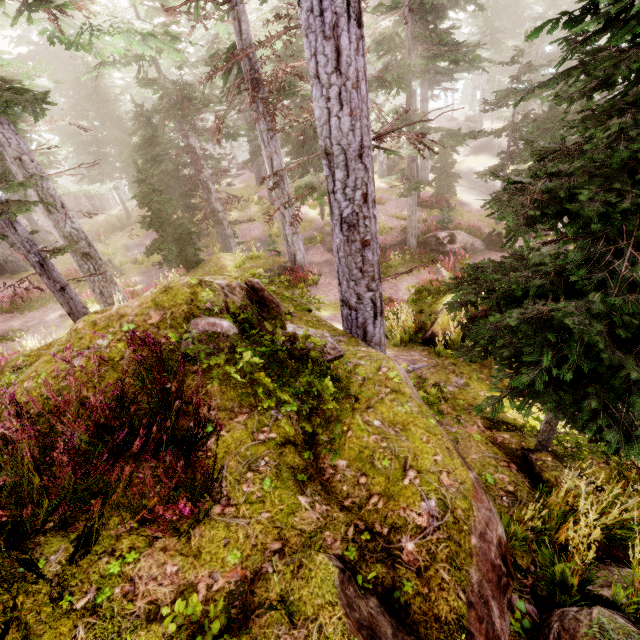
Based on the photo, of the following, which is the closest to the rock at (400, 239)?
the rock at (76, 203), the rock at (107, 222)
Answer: the rock at (107, 222)

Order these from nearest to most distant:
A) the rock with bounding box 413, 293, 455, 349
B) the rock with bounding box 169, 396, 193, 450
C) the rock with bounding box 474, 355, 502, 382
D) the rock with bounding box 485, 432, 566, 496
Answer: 1. the rock with bounding box 169, 396, 193, 450
2. the rock with bounding box 485, 432, 566, 496
3. the rock with bounding box 474, 355, 502, 382
4. the rock with bounding box 413, 293, 455, 349

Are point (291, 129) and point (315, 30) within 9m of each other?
no

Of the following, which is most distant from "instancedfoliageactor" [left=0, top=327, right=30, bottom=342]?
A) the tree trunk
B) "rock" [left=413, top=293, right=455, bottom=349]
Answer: the tree trunk

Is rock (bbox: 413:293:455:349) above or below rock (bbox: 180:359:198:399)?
below

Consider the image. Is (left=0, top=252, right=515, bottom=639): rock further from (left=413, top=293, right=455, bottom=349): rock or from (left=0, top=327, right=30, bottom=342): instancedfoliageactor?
(left=413, top=293, right=455, bottom=349): rock

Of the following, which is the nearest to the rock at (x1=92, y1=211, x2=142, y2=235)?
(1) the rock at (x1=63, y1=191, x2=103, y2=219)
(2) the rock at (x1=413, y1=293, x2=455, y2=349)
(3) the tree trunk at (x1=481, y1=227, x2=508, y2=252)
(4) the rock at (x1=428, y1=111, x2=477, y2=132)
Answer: (1) the rock at (x1=63, y1=191, x2=103, y2=219)

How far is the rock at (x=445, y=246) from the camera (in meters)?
20.19
